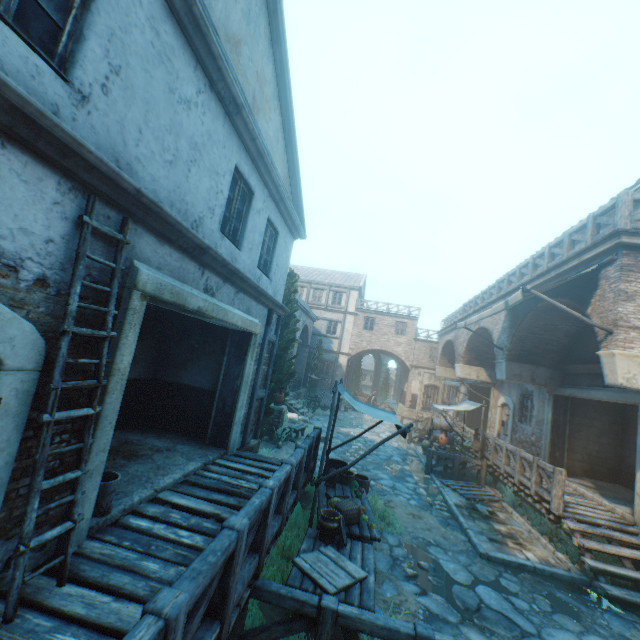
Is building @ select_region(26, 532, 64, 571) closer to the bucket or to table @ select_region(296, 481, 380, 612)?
the bucket

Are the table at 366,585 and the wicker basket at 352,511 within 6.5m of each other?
yes

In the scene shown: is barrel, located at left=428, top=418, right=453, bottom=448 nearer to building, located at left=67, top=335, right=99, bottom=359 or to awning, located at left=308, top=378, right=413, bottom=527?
building, located at left=67, top=335, right=99, bottom=359

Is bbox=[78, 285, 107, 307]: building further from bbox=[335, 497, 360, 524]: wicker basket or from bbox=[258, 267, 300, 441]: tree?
bbox=[335, 497, 360, 524]: wicker basket

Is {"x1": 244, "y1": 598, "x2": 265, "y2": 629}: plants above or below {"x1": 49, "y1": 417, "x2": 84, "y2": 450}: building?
below

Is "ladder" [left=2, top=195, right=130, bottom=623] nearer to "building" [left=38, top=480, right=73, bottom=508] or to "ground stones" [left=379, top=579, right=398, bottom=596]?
Answer: "building" [left=38, top=480, right=73, bottom=508]

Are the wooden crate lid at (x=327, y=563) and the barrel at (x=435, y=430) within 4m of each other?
no

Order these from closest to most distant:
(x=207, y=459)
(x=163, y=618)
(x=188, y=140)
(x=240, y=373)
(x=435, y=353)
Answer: (x=163, y=618)
(x=188, y=140)
(x=207, y=459)
(x=240, y=373)
(x=435, y=353)
